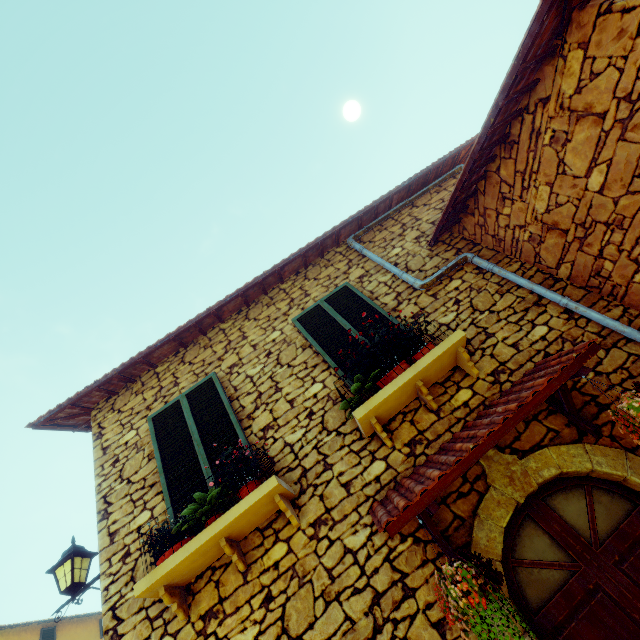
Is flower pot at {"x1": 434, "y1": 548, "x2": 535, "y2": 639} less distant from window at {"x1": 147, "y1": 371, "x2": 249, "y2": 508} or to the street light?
window at {"x1": 147, "y1": 371, "x2": 249, "y2": 508}

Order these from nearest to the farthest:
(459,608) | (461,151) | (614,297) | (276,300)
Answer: (459,608)
(614,297)
(276,300)
(461,151)

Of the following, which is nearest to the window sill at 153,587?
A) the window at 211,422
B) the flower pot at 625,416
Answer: the window at 211,422

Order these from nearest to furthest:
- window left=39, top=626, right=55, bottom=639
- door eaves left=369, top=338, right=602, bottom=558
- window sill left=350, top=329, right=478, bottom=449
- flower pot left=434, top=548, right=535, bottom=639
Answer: flower pot left=434, top=548, right=535, bottom=639 < door eaves left=369, top=338, right=602, bottom=558 < window sill left=350, top=329, right=478, bottom=449 < window left=39, top=626, right=55, bottom=639

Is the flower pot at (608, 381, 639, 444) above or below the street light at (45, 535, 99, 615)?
below

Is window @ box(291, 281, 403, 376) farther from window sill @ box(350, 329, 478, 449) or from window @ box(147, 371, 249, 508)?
window @ box(147, 371, 249, 508)

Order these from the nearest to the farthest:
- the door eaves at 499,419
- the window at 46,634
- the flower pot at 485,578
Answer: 1. the flower pot at 485,578
2. the door eaves at 499,419
3. the window at 46,634

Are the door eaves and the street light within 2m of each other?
no
